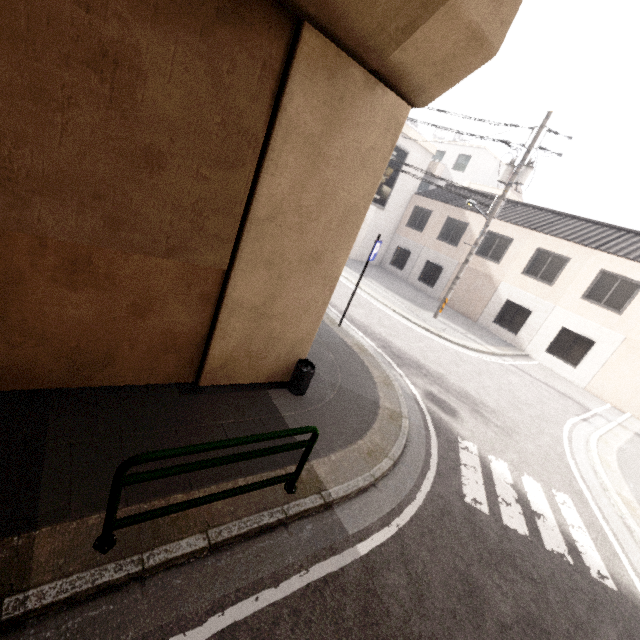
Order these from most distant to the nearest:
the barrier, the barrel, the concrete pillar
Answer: the barrel, the concrete pillar, the barrier

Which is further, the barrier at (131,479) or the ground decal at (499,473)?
the ground decal at (499,473)

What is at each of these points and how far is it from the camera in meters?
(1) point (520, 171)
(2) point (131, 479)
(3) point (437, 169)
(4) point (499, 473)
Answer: (1) utility pole, 13.4 m
(2) barrier, 2.6 m
(3) balcony, 30.5 m
(4) ground decal, 6.4 m

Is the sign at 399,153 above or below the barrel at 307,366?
above

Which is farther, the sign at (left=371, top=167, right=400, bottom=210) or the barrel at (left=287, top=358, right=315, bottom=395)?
Answer: the sign at (left=371, top=167, right=400, bottom=210)

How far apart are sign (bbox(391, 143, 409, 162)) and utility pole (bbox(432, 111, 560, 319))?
8.6m

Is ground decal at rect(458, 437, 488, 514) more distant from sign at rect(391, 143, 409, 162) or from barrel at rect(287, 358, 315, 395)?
sign at rect(391, 143, 409, 162)

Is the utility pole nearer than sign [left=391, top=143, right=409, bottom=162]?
Yes
